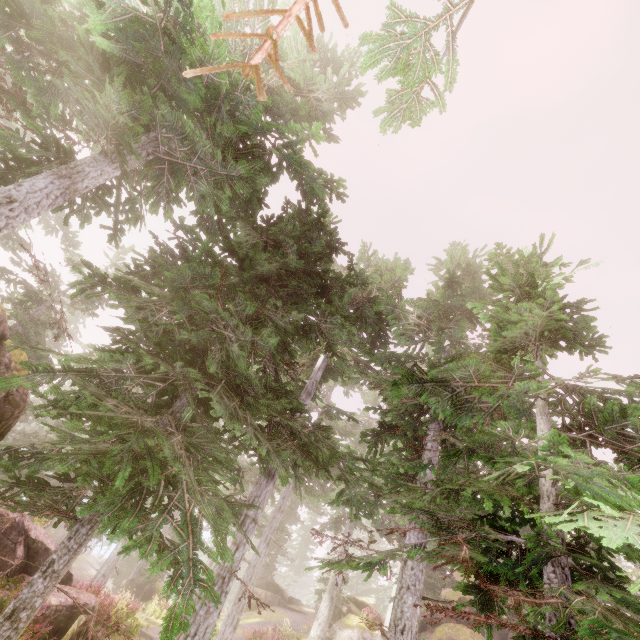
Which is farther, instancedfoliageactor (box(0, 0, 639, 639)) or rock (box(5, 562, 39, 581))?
rock (box(5, 562, 39, 581))

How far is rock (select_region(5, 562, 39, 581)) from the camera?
10.98m

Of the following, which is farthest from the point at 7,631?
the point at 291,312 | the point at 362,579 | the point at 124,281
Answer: the point at 362,579

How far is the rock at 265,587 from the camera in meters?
29.9 m

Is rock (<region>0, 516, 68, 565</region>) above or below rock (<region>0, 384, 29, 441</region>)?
below

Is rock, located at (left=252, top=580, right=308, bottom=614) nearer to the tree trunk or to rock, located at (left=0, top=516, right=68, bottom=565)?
rock, located at (left=0, top=516, right=68, bottom=565)

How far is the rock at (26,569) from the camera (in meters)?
10.98

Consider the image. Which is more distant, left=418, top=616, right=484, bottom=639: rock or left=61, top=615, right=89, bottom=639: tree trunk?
left=418, top=616, right=484, bottom=639: rock
